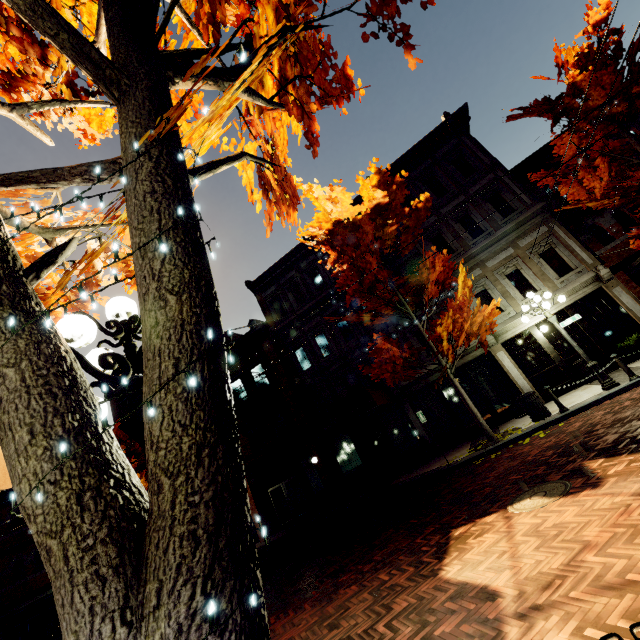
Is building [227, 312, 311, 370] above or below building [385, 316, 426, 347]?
above

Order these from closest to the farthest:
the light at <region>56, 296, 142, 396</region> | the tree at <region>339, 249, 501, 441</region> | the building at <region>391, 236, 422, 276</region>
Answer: the light at <region>56, 296, 142, 396</region> → the tree at <region>339, 249, 501, 441</region> → the building at <region>391, 236, 422, 276</region>

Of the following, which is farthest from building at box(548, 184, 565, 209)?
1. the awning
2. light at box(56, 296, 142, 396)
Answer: light at box(56, 296, 142, 396)

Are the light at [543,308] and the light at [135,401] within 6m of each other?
no

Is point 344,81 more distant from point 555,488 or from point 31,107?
point 555,488

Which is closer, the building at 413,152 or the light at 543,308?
the light at 543,308

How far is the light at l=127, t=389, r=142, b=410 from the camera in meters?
2.3

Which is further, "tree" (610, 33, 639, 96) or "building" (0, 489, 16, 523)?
"building" (0, 489, 16, 523)
